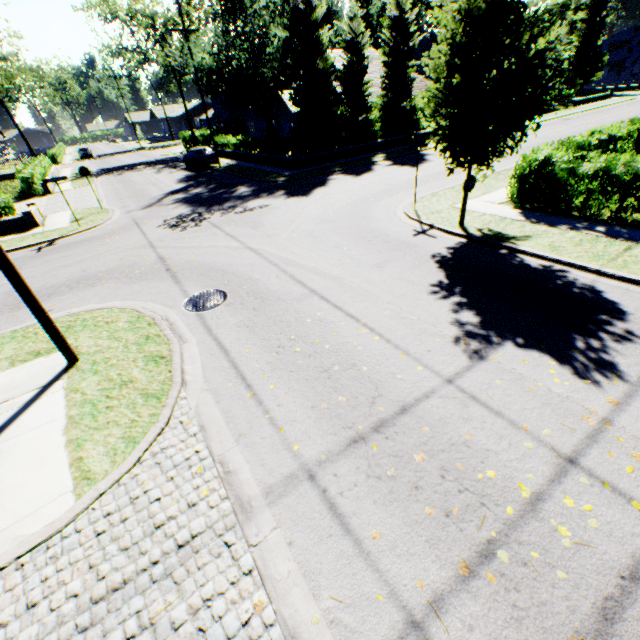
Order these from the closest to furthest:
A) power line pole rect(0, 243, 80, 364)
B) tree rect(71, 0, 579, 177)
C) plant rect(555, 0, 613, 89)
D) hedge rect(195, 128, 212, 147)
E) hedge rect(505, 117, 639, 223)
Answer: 1. power line pole rect(0, 243, 80, 364)
2. tree rect(71, 0, 579, 177)
3. hedge rect(505, 117, 639, 223)
4. hedge rect(195, 128, 212, 147)
5. plant rect(555, 0, 613, 89)

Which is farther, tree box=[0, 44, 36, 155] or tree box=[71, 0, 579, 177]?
tree box=[0, 44, 36, 155]

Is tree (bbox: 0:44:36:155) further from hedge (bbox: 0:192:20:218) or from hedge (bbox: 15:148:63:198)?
hedge (bbox: 15:148:63:198)

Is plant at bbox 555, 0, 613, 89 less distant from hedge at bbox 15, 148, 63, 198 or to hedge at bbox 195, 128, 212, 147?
hedge at bbox 195, 128, 212, 147

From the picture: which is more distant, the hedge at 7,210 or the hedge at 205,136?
the hedge at 205,136

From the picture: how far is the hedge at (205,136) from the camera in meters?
46.2

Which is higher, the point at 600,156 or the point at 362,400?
the point at 600,156

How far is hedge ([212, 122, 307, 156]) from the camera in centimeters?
2357cm
